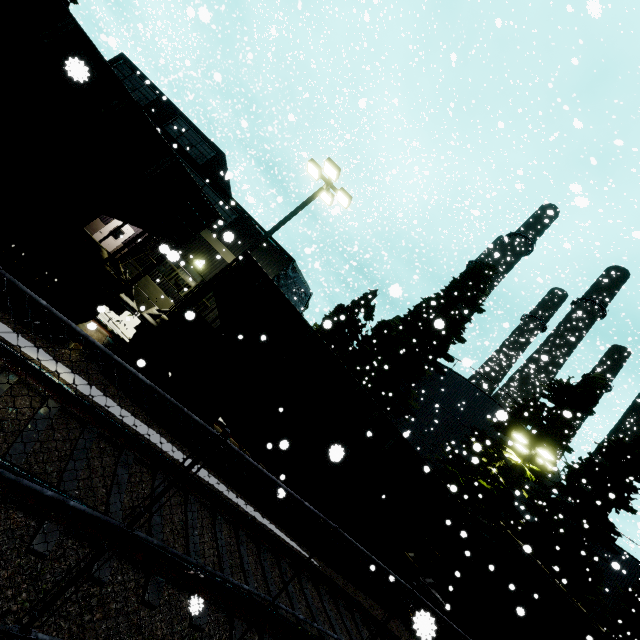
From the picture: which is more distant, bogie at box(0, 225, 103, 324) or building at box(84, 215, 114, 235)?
building at box(84, 215, 114, 235)

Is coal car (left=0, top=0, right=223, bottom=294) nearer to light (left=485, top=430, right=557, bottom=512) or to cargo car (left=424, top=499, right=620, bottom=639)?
cargo car (left=424, top=499, right=620, bottom=639)

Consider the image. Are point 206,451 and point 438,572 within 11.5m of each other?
no

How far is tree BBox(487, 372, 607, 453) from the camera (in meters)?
17.78

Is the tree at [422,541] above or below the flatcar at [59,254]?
above

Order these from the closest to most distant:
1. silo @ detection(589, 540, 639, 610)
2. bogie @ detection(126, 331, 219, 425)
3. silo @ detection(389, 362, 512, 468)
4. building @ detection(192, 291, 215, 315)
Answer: bogie @ detection(126, 331, 219, 425) → building @ detection(192, 291, 215, 315) → silo @ detection(389, 362, 512, 468) → silo @ detection(589, 540, 639, 610)

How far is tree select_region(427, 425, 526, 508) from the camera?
17.1m

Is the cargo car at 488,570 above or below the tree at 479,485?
below
